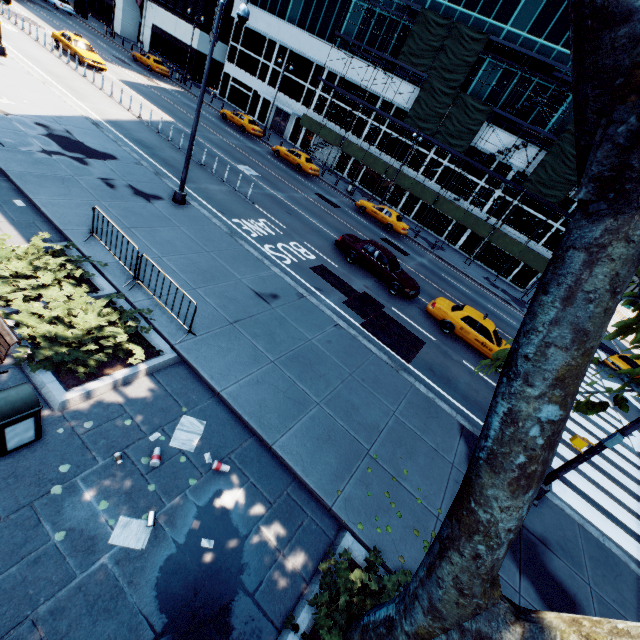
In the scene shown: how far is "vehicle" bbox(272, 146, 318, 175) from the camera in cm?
3020

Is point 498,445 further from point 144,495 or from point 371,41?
point 371,41

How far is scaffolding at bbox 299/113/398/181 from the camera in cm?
3284

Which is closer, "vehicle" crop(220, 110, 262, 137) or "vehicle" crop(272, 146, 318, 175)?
"vehicle" crop(272, 146, 318, 175)

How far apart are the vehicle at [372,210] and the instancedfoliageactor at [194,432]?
24.7m

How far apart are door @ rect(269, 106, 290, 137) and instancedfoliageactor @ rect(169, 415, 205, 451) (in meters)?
44.36

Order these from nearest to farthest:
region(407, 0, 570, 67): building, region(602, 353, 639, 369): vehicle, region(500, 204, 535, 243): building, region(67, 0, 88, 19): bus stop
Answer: region(602, 353, 639, 369): vehicle, region(407, 0, 570, 67): building, region(500, 204, 535, 243): building, region(67, 0, 88, 19): bus stop

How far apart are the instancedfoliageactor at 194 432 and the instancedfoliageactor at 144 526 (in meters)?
1.12
